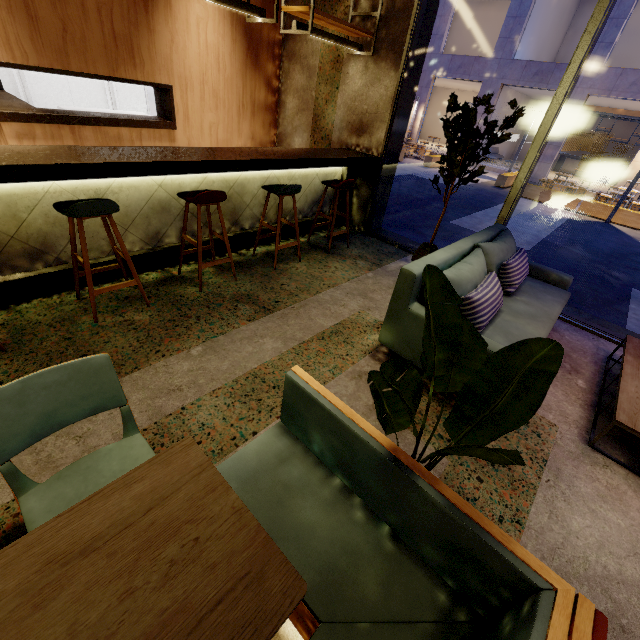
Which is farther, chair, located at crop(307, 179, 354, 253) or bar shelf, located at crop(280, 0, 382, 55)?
chair, located at crop(307, 179, 354, 253)

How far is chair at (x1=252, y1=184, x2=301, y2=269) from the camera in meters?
3.6

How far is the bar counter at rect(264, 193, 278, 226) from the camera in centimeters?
443cm

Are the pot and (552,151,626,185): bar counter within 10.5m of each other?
no

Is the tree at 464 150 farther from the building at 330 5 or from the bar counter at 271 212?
the bar counter at 271 212

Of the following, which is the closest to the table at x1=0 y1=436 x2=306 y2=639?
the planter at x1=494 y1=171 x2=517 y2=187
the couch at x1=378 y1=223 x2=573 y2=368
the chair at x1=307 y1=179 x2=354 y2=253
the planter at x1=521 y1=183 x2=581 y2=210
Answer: the couch at x1=378 y1=223 x2=573 y2=368

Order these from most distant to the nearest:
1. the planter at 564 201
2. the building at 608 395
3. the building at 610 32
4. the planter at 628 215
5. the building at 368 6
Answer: → the building at 610 32 < the planter at 564 201 < the planter at 628 215 < the building at 368 6 < the building at 608 395

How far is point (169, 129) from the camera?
4.8 meters
